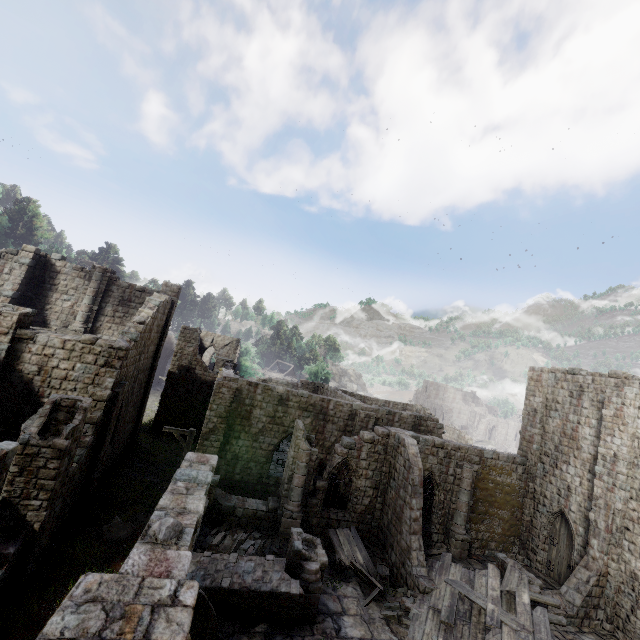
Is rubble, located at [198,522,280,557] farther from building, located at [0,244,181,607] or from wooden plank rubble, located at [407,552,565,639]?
wooden plank rubble, located at [407,552,565,639]

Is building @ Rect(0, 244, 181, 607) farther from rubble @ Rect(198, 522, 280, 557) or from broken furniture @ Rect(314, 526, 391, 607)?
broken furniture @ Rect(314, 526, 391, 607)

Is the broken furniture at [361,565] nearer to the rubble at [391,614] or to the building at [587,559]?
the rubble at [391,614]

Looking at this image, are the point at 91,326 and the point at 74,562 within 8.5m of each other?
no

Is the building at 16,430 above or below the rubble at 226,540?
above

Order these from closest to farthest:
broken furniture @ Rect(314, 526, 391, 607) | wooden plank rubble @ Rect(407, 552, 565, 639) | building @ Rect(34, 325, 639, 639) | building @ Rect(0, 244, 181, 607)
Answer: building @ Rect(34, 325, 639, 639), building @ Rect(0, 244, 181, 607), wooden plank rubble @ Rect(407, 552, 565, 639), broken furniture @ Rect(314, 526, 391, 607)

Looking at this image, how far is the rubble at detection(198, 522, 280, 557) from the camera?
13.69m

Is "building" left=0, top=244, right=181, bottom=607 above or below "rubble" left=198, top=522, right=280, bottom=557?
above
